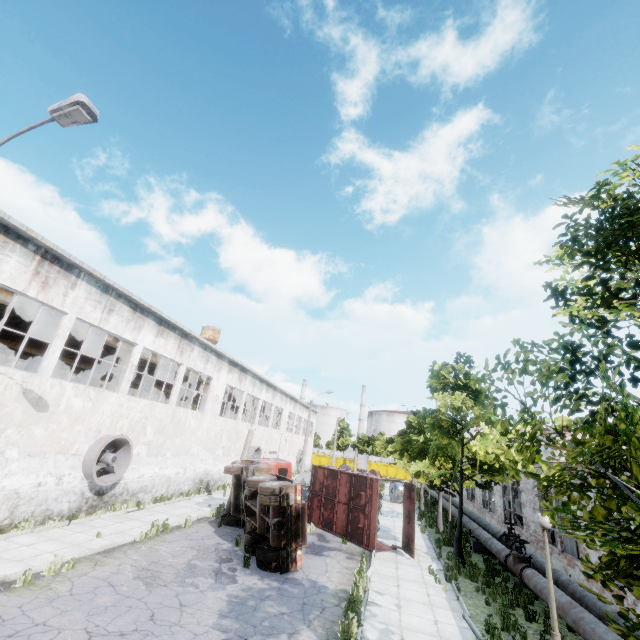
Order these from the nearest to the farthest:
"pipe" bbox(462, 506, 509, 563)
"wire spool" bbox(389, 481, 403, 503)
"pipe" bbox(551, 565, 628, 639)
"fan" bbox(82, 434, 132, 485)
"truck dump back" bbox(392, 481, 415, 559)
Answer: "pipe" bbox(551, 565, 628, 639)
"pipe" bbox(462, 506, 509, 563)
"fan" bbox(82, 434, 132, 485)
"truck dump back" bbox(392, 481, 415, 559)
"wire spool" bbox(389, 481, 403, 503)

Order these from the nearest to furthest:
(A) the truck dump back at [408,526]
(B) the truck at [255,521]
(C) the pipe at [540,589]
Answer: (C) the pipe at [540,589] < (B) the truck at [255,521] < (A) the truck dump back at [408,526]

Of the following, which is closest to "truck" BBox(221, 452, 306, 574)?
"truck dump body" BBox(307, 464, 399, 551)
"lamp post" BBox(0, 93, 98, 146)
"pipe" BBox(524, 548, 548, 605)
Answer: "truck dump body" BBox(307, 464, 399, 551)

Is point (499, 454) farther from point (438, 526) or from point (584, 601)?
point (438, 526)

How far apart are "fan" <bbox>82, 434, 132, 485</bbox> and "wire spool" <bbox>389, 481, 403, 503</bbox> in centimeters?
2489cm

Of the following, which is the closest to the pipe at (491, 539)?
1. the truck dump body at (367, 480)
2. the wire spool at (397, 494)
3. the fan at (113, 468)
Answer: the wire spool at (397, 494)

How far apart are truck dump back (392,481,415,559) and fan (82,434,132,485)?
13.6 meters

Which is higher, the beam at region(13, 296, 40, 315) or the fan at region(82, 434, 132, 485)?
the beam at region(13, 296, 40, 315)
